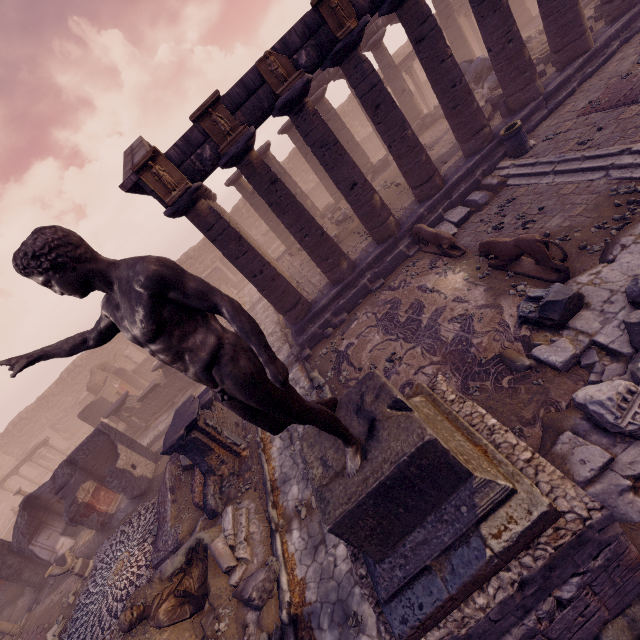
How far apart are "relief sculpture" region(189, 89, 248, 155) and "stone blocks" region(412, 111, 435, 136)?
13.9m

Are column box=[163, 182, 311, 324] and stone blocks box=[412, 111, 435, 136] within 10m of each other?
no

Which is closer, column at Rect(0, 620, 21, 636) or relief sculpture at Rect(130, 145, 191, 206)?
relief sculpture at Rect(130, 145, 191, 206)

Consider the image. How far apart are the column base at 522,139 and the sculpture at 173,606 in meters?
14.3

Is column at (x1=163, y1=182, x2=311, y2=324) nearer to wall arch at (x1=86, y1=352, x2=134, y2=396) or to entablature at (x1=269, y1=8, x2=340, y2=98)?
entablature at (x1=269, y1=8, x2=340, y2=98)

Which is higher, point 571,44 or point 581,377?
point 571,44

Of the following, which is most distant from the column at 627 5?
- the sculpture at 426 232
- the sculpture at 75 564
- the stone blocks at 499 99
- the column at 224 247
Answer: the sculpture at 75 564

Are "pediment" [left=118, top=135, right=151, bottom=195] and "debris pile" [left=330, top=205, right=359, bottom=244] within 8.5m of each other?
yes
